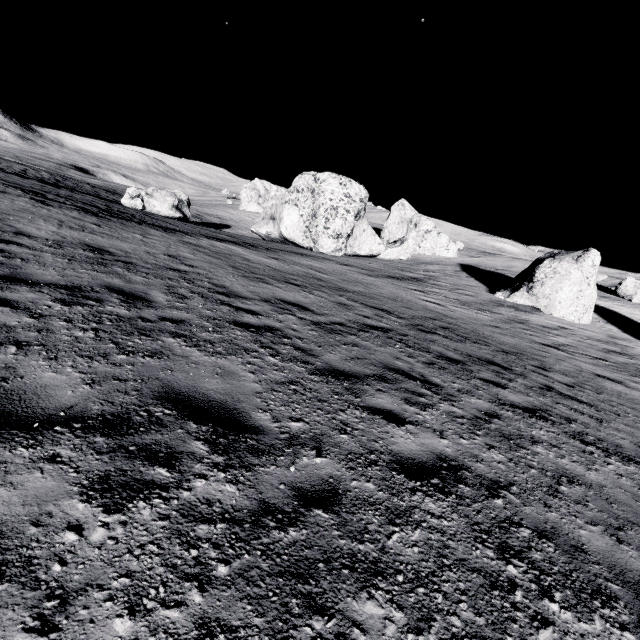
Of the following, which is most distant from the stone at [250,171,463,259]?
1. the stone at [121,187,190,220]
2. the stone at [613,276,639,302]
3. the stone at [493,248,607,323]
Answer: the stone at [613,276,639,302]

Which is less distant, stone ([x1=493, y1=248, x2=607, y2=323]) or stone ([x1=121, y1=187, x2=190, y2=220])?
stone ([x1=493, y1=248, x2=607, y2=323])

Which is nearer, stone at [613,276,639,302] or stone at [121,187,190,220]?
stone at [121,187,190,220]

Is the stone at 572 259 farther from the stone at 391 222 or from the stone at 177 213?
the stone at 177 213

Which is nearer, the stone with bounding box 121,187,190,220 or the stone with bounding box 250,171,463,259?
the stone with bounding box 121,187,190,220

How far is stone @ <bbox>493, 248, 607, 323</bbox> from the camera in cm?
2055

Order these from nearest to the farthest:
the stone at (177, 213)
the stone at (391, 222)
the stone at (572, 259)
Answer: the stone at (572, 259) → the stone at (177, 213) → the stone at (391, 222)

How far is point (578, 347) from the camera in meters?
15.1 m
